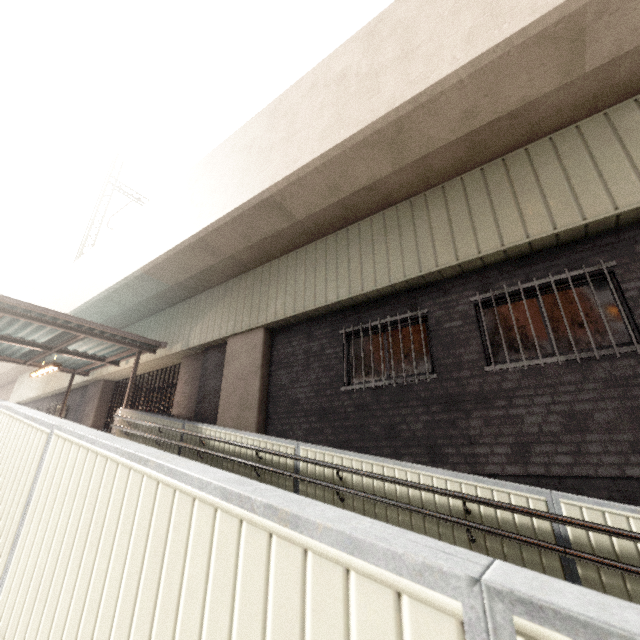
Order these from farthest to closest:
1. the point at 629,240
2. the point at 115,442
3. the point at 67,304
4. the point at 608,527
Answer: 1. the point at 67,304
2. the point at 629,240
3. the point at 608,527
4. the point at 115,442

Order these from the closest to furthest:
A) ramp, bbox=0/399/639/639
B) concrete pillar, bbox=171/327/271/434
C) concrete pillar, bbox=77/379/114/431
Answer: ramp, bbox=0/399/639/639
concrete pillar, bbox=171/327/271/434
concrete pillar, bbox=77/379/114/431

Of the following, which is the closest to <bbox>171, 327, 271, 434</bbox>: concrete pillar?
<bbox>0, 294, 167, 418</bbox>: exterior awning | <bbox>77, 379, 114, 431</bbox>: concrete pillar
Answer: <bbox>0, 294, 167, 418</bbox>: exterior awning

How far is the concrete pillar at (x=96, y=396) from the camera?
12.53m

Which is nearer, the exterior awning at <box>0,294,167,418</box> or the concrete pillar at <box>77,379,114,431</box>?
the exterior awning at <box>0,294,167,418</box>

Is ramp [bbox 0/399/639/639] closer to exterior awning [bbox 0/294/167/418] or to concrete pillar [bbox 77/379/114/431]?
exterior awning [bbox 0/294/167/418]

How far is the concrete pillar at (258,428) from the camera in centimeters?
732cm
